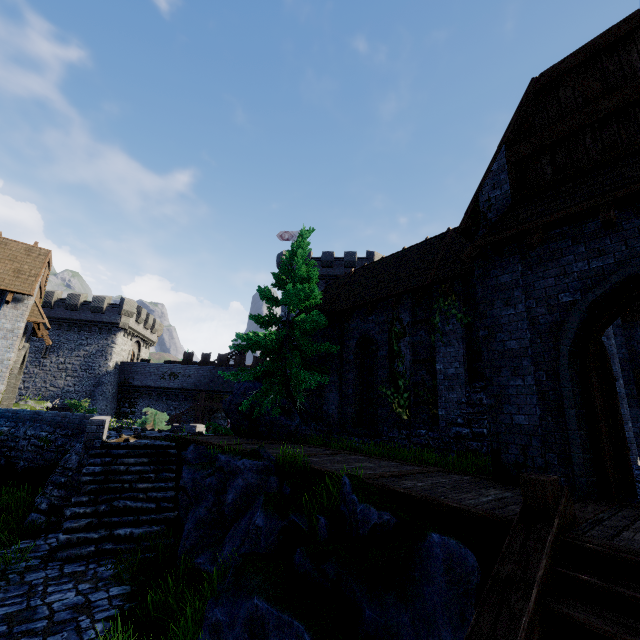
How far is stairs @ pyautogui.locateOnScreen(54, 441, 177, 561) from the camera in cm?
682

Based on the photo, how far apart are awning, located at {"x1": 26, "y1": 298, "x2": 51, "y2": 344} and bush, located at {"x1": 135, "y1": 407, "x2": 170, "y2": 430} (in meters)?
6.47

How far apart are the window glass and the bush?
13.02m

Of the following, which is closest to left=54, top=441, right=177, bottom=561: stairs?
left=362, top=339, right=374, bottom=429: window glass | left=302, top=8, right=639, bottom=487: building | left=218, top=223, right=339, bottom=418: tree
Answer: left=218, top=223, right=339, bottom=418: tree

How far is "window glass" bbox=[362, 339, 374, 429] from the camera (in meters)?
13.49

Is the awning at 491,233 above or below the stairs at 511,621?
above

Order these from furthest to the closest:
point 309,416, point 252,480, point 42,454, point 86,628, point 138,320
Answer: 1. point 138,320
2. point 309,416
3. point 42,454
4. point 252,480
5. point 86,628

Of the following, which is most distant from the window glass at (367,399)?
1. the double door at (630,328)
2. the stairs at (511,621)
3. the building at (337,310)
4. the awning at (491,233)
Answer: the double door at (630,328)
